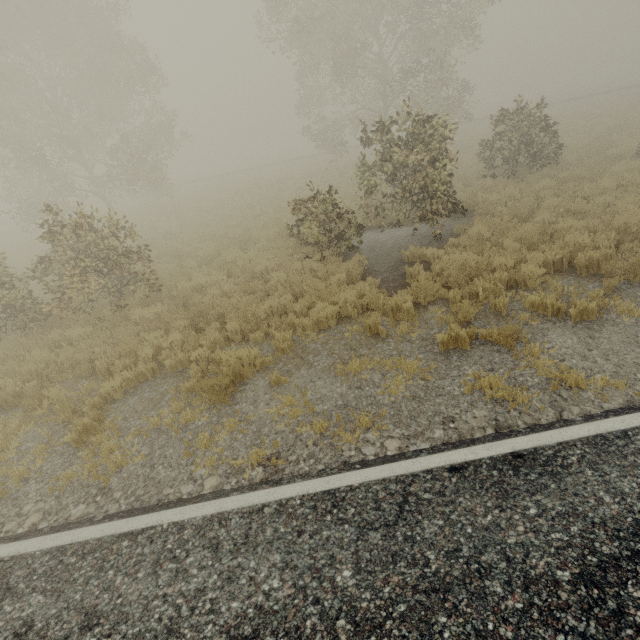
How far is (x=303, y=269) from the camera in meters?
9.7 m

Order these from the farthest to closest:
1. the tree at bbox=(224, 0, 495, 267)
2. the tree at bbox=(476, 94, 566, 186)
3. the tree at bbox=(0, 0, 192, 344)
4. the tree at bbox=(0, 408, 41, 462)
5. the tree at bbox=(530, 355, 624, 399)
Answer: the tree at bbox=(476, 94, 566, 186), the tree at bbox=(224, 0, 495, 267), the tree at bbox=(0, 0, 192, 344), the tree at bbox=(0, 408, 41, 462), the tree at bbox=(530, 355, 624, 399)

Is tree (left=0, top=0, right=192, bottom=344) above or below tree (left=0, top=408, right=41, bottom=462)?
above

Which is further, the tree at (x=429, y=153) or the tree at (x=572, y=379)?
the tree at (x=429, y=153)

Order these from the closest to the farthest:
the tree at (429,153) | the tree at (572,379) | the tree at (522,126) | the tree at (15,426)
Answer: the tree at (572,379) → the tree at (15,426) → the tree at (429,153) → the tree at (522,126)

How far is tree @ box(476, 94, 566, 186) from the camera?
12.3m

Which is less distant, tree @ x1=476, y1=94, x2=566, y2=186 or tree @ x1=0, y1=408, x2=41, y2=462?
tree @ x1=0, y1=408, x2=41, y2=462
